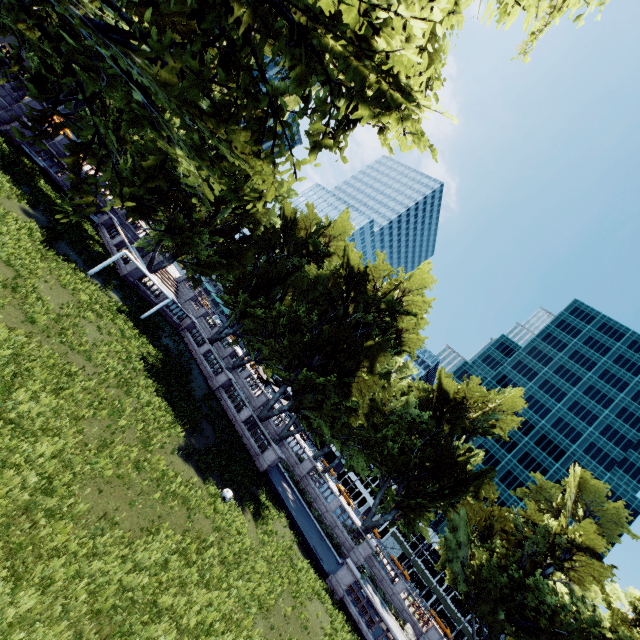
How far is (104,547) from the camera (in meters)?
8.65
